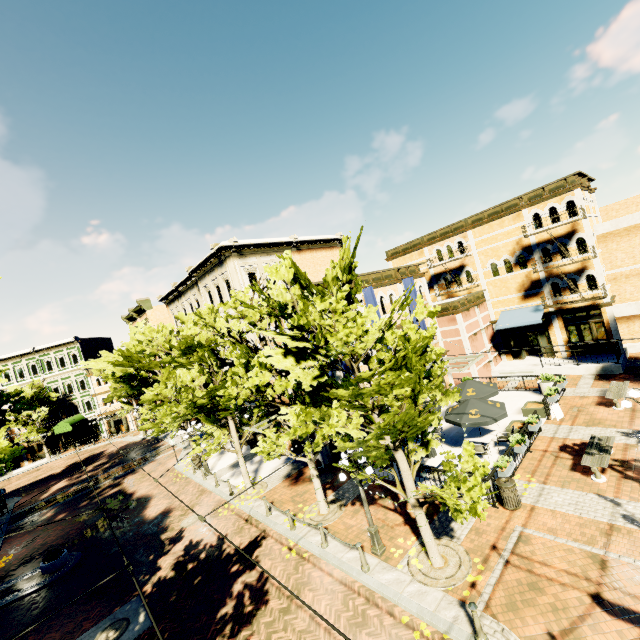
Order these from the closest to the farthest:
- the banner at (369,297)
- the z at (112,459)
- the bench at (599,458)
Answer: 1. the bench at (599,458)
2. the banner at (369,297)
3. the z at (112,459)

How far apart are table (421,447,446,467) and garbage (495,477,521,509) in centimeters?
246cm

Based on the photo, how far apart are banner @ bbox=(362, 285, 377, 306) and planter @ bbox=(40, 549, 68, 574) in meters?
17.9 m

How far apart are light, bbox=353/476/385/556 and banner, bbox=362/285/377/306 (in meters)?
7.02

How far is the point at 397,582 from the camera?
9.4 meters

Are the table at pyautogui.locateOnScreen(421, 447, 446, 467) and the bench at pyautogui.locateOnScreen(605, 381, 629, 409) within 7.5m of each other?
no

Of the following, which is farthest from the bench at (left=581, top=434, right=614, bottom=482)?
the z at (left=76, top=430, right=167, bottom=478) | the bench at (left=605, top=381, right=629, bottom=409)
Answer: the z at (left=76, top=430, right=167, bottom=478)

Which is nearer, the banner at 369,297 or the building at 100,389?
the banner at 369,297
